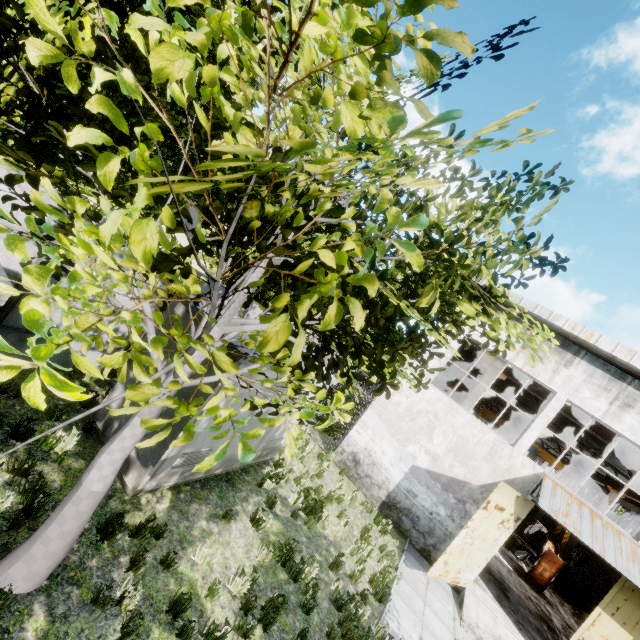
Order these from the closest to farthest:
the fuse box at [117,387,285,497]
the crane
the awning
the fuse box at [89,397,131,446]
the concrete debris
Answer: the fuse box at [117,387,285,497]
the fuse box at [89,397,131,446]
the awning
the concrete debris
the crane

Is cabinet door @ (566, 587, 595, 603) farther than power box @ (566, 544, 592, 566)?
No

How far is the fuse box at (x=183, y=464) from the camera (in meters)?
6.01

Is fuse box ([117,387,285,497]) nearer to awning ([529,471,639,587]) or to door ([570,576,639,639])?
awning ([529,471,639,587])

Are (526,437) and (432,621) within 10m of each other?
yes

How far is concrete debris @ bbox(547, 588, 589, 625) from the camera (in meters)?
16.95

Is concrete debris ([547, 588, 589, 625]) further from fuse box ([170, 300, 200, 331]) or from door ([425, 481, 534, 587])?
fuse box ([170, 300, 200, 331])

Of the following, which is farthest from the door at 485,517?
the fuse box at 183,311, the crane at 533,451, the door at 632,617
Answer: the crane at 533,451
